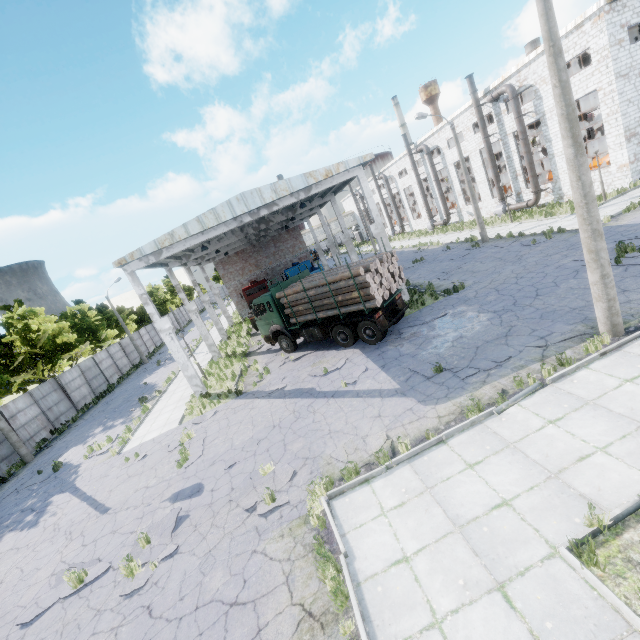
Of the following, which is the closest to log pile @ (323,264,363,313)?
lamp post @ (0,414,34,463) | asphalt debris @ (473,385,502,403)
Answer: asphalt debris @ (473,385,502,403)

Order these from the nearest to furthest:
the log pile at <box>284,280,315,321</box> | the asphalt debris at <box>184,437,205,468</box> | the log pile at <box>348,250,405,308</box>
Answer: the asphalt debris at <box>184,437,205,468</box> < the log pile at <box>348,250,405,308</box> < the log pile at <box>284,280,315,321</box>

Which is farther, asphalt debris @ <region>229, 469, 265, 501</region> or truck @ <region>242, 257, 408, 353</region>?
truck @ <region>242, 257, 408, 353</region>

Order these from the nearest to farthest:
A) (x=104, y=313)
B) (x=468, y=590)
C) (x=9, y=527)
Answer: (x=468, y=590) → (x=9, y=527) → (x=104, y=313)

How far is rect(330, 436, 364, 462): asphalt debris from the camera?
8.4m

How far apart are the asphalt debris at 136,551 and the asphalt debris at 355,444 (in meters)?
4.44

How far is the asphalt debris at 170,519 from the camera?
8.5m

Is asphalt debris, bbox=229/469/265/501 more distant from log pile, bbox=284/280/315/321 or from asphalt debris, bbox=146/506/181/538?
log pile, bbox=284/280/315/321
